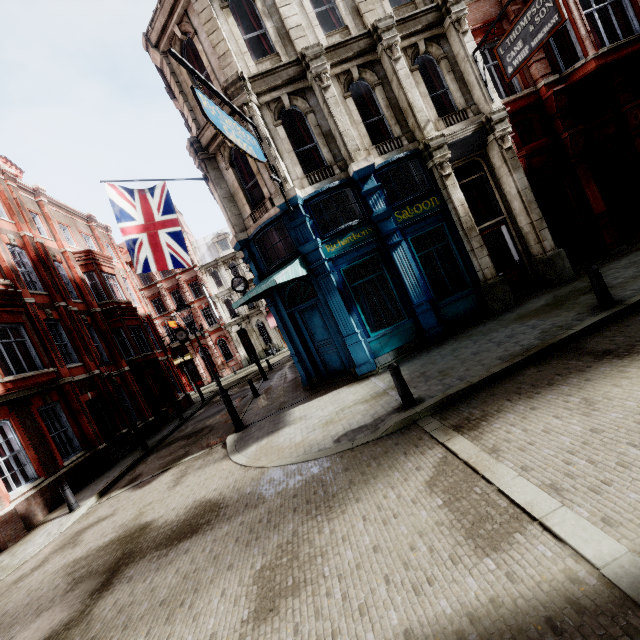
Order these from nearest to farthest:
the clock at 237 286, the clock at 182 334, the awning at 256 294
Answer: the awning at 256 294
the clock at 237 286
the clock at 182 334

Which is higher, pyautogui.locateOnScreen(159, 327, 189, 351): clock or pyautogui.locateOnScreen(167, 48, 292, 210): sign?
pyautogui.locateOnScreen(167, 48, 292, 210): sign

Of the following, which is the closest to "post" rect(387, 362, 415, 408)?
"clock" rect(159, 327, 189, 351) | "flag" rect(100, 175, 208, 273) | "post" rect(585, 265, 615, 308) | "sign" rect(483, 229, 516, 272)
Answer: "post" rect(585, 265, 615, 308)

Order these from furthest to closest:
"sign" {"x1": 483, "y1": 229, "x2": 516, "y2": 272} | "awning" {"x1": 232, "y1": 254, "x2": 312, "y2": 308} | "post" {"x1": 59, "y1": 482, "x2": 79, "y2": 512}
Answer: "sign" {"x1": 483, "y1": 229, "x2": 516, "y2": 272}
"post" {"x1": 59, "y1": 482, "x2": 79, "y2": 512}
"awning" {"x1": 232, "y1": 254, "x2": 312, "y2": 308}

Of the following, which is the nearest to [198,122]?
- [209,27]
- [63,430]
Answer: [209,27]

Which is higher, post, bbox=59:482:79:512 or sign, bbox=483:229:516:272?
sign, bbox=483:229:516:272

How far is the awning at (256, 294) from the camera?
9.3m

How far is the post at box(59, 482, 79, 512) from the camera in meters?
10.2 m
